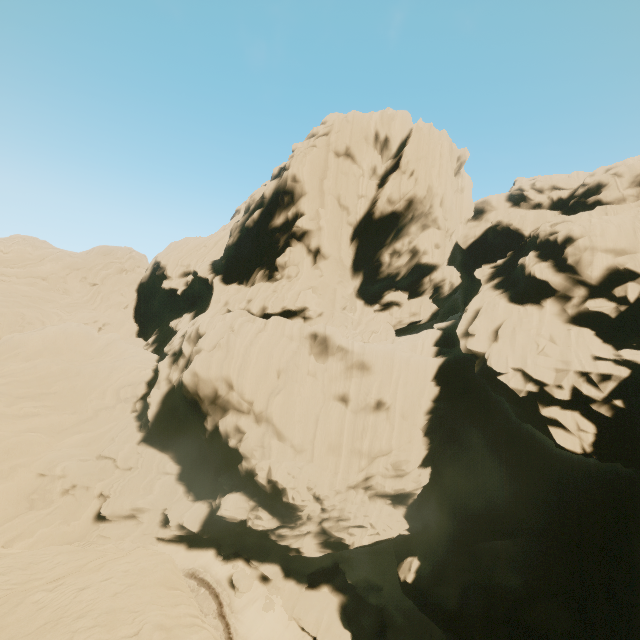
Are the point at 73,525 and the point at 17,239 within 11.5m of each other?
no
